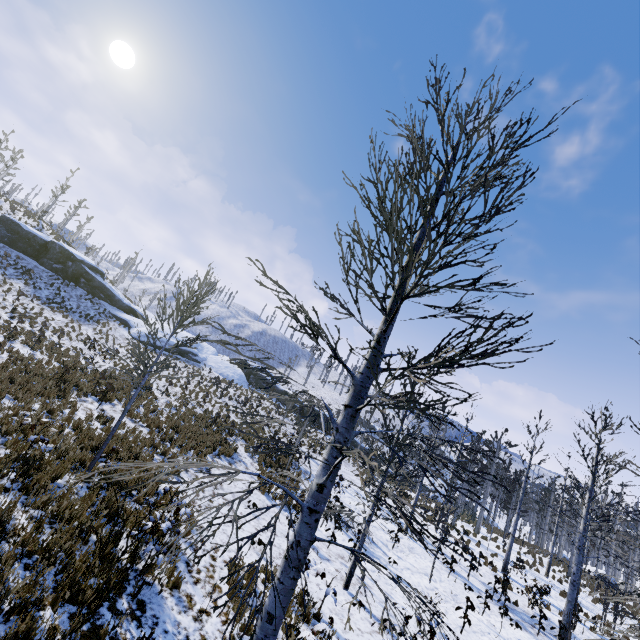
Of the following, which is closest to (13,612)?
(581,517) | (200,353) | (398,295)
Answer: (398,295)
